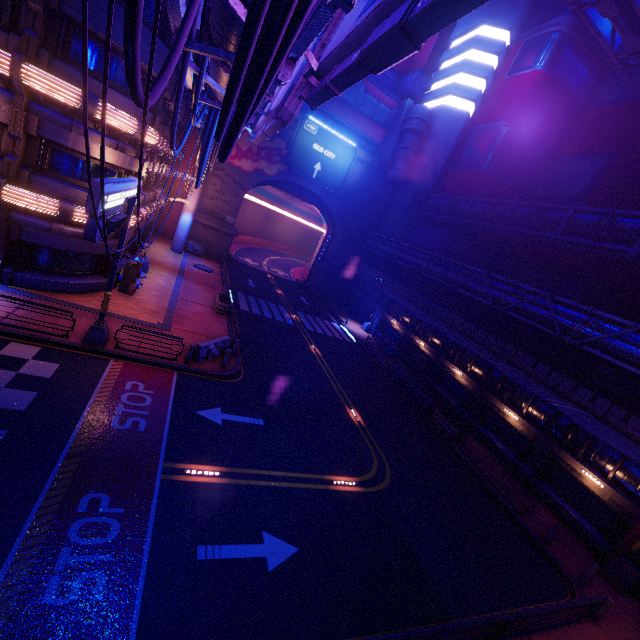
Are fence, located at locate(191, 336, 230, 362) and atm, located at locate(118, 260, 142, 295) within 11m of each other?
yes

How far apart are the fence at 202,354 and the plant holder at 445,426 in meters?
14.1

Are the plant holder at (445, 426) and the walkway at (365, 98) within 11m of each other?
no

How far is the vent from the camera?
39.28m

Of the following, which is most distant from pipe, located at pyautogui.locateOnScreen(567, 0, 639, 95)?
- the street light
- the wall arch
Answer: the street light

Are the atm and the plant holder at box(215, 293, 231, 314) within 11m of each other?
yes

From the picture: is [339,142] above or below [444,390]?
above

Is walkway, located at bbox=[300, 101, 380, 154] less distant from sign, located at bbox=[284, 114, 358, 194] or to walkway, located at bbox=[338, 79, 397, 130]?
walkway, located at bbox=[338, 79, 397, 130]
